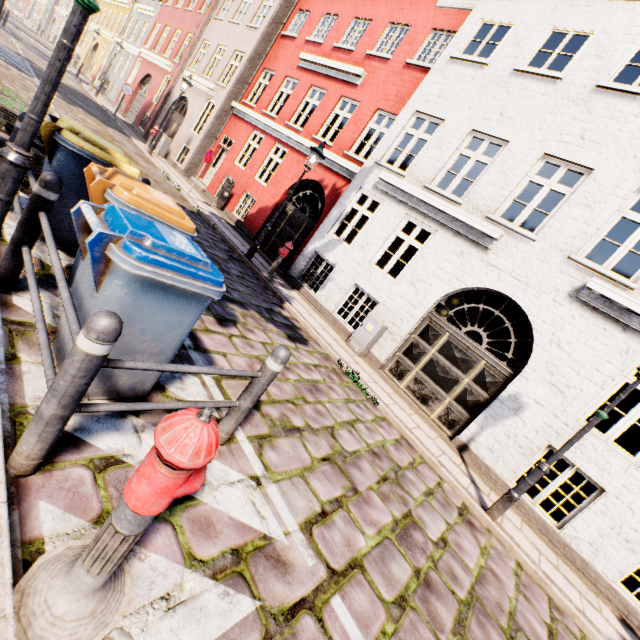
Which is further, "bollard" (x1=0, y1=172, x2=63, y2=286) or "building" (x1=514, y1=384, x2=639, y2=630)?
"building" (x1=514, y1=384, x2=639, y2=630)

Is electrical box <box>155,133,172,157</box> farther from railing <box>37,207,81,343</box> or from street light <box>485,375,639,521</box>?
street light <box>485,375,639,521</box>

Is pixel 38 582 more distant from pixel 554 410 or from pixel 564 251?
pixel 564 251

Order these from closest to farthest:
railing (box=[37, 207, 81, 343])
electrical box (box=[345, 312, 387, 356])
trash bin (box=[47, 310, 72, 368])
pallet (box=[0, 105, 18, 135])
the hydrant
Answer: the hydrant → railing (box=[37, 207, 81, 343]) → trash bin (box=[47, 310, 72, 368]) → pallet (box=[0, 105, 18, 135]) → electrical box (box=[345, 312, 387, 356])

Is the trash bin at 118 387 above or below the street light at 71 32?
below

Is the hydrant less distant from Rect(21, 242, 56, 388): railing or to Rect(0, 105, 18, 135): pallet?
Rect(21, 242, 56, 388): railing

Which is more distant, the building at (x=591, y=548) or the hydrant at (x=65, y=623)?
the building at (x=591, y=548)

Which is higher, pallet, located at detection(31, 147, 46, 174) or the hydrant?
pallet, located at detection(31, 147, 46, 174)
